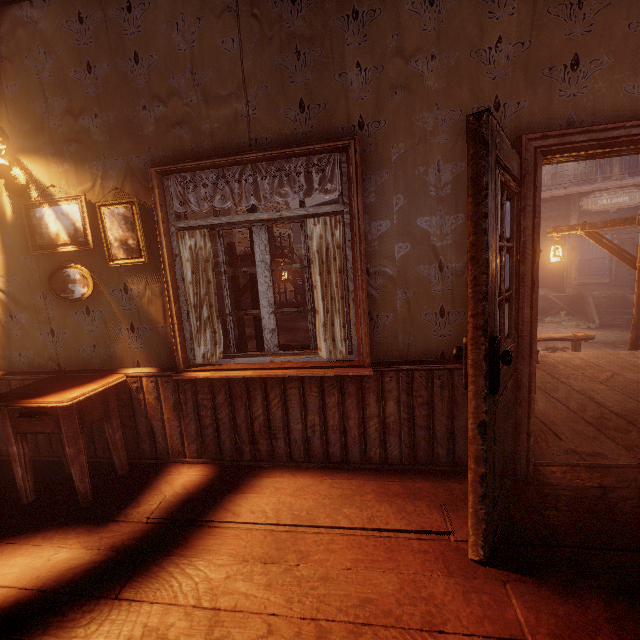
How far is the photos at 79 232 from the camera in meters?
2.6

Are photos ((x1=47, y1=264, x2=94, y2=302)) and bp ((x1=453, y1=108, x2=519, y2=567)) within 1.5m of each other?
no

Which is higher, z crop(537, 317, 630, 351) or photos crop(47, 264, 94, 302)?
photos crop(47, 264, 94, 302)

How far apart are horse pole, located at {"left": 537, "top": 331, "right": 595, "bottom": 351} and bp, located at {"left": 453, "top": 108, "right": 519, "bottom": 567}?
5.0m

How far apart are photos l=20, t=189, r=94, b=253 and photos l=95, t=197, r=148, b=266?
0.1m

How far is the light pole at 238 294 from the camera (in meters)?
7.63

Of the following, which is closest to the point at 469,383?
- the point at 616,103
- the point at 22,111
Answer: the point at 616,103

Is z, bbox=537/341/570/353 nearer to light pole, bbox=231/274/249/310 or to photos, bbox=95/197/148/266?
light pole, bbox=231/274/249/310
